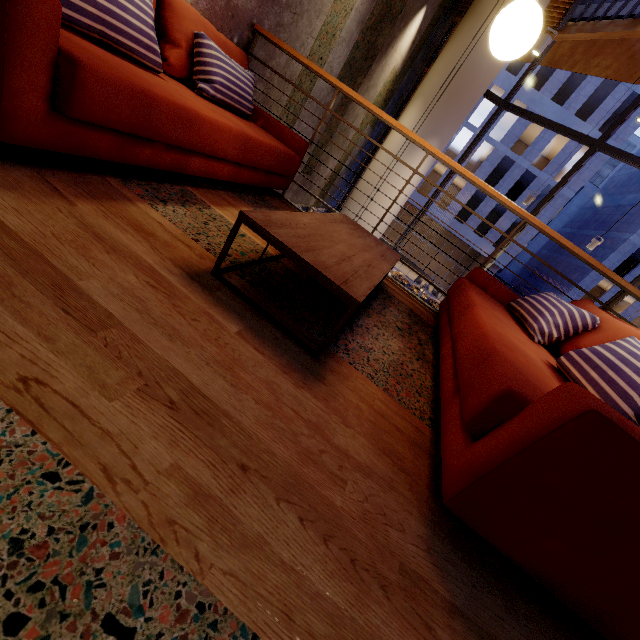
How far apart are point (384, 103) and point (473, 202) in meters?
31.5 m

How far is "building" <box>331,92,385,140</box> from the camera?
5.3 meters

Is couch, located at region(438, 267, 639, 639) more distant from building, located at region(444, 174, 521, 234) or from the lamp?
building, located at region(444, 174, 521, 234)

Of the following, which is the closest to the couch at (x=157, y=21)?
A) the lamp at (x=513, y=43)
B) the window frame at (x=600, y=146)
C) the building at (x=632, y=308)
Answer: the window frame at (x=600, y=146)

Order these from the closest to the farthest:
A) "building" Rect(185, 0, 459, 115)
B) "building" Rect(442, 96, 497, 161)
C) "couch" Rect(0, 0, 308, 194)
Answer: "couch" Rect(0, 0, 308, 194) < "building" Rect(185, 0, 459, 115) < "building" Rect(442, 96, 497, 161)

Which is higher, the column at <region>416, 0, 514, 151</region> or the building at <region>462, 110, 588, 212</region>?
the building at <region>462, 110, 588, 212</region>

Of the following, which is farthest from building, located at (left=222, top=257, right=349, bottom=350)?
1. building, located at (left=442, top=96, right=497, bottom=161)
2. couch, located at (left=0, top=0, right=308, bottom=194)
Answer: building, located at (left=442, top=96, right=497, bottom=161)

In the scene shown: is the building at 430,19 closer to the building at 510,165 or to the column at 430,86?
the column at 430,86
